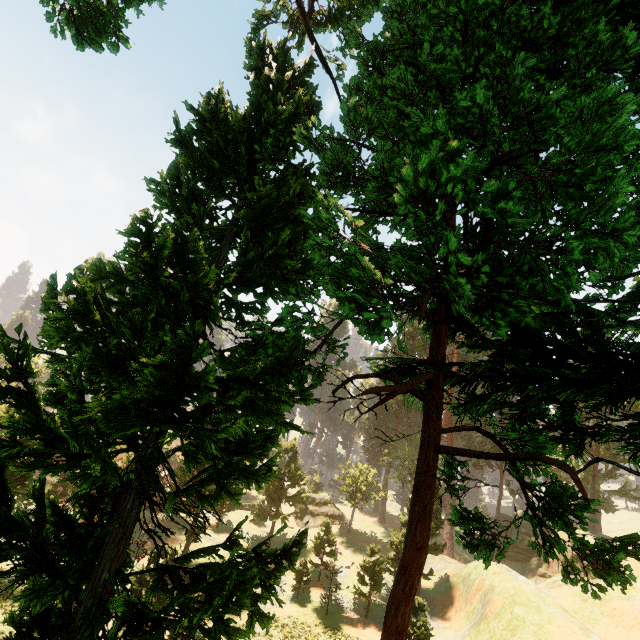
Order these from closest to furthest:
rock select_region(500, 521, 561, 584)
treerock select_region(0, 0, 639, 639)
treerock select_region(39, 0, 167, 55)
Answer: treerock select_region(0, 0, 639, 639) → treerock select_region(39, 0, 167, 55) → rock select_region(500, 521, 561, 584)

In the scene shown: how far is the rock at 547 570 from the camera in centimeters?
3938cm

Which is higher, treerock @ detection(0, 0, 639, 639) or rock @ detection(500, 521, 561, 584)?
treerock @ detection(0, 0, 639, 639)

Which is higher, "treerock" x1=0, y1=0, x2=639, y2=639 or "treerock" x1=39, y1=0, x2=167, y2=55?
"treerock" x1=39, y1=0, x2=167, y2=55

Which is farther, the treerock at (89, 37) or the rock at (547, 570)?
the rock at (547, 570)

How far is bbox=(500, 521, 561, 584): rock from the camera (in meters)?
39.38

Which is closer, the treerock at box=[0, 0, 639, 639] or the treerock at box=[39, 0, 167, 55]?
the treerock at box=[0, 0, 639, 639]

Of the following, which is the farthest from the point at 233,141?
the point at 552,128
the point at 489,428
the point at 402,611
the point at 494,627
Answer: the point at 489,428
